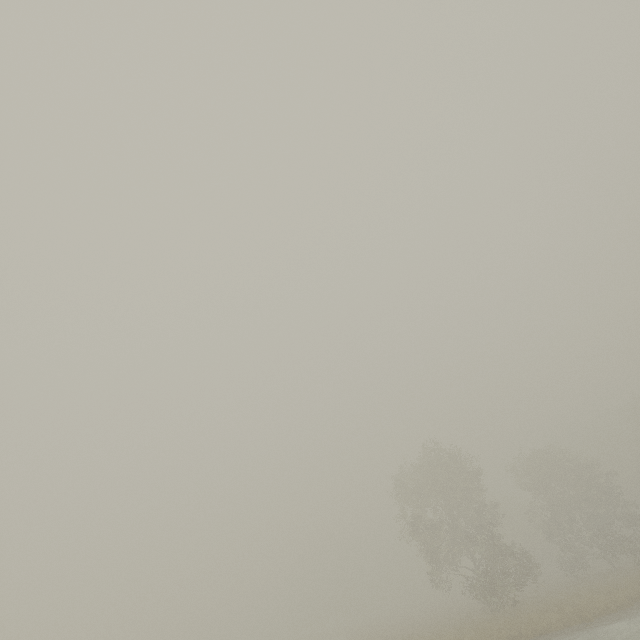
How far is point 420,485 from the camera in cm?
3042
